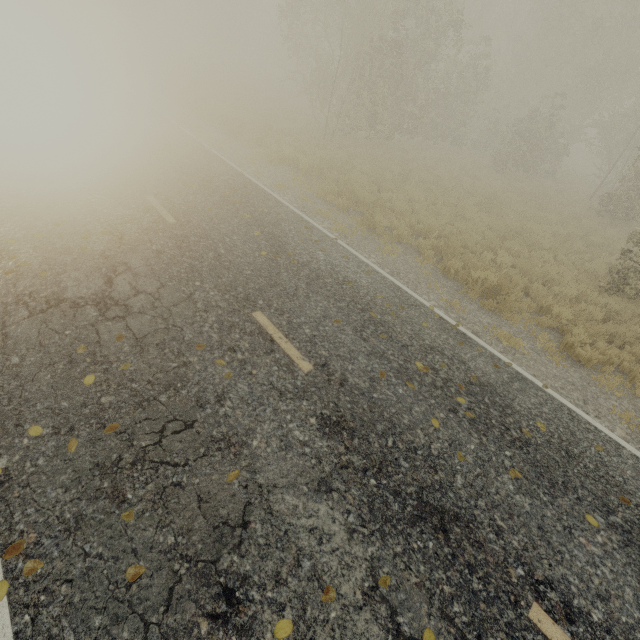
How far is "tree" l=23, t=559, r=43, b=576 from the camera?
2.68m

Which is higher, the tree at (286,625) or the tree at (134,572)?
the tree at (286,625)

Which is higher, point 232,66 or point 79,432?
point 232,66

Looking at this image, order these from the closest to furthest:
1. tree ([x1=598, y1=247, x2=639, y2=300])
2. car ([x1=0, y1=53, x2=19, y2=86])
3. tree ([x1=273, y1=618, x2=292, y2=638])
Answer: tree ([x1=273, y1=618, x2=292, y2=638]) → tree ([x1=598, y1=247, x2=639, y2=300]) → car ([x1=0, y1=53, x2=19, y2=86])

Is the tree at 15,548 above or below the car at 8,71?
below

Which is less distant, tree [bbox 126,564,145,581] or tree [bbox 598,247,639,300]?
tree [bbox 126,564,145,581]

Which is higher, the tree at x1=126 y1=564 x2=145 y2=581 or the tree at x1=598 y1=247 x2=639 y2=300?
the tree at x1=598 y1=247 x2=639 y2=300
